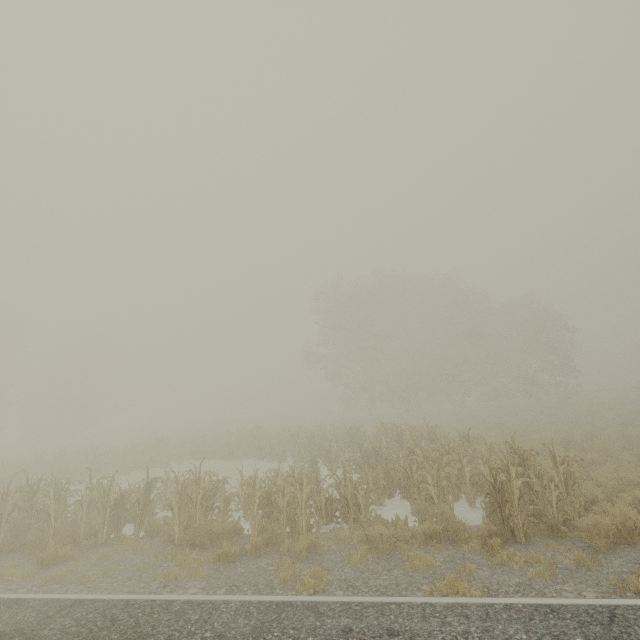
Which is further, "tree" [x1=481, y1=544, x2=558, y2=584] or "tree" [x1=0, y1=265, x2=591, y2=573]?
"tree" [x1=0, y1=265, x2=591, y2=573]

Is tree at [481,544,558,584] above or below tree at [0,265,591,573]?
below

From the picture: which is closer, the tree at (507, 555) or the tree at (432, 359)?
the tree at (507, 555)

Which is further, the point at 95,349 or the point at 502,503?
the point at 95,349

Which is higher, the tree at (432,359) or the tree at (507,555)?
the tree at (432,359)

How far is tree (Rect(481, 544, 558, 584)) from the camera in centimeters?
577cm
